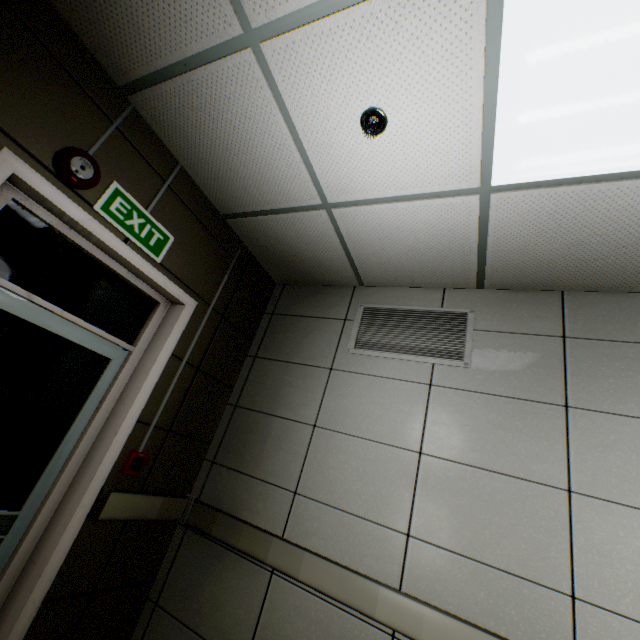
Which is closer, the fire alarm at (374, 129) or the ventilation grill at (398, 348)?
the fire alarm at (374, 129)

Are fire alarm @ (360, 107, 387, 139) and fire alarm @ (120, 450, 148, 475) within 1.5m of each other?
no

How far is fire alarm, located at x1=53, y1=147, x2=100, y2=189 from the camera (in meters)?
1.65

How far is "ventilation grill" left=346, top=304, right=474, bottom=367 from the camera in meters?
2.4 m

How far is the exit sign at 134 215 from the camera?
1.9m

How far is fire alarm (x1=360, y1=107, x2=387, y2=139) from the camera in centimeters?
160cm

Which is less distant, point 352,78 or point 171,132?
point 352,78

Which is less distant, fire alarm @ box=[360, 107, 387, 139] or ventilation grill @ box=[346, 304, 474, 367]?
fire alarm @ box=[360, 107, 387, 139]
